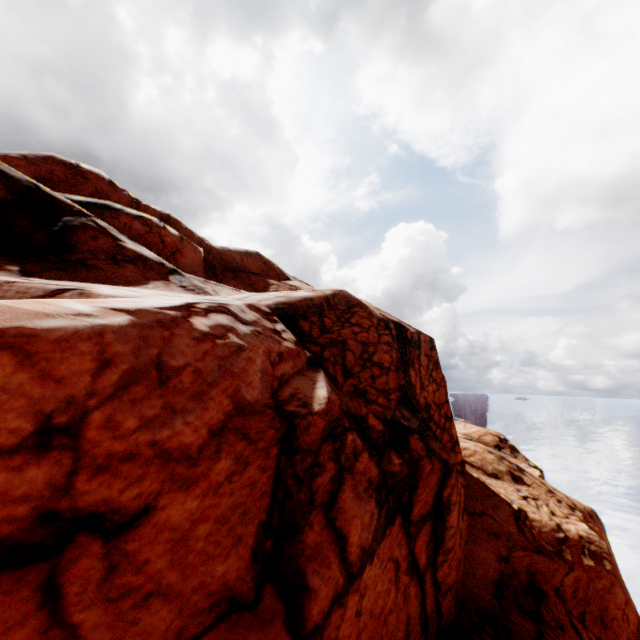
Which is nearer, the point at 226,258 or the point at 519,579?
the point at 519,579
